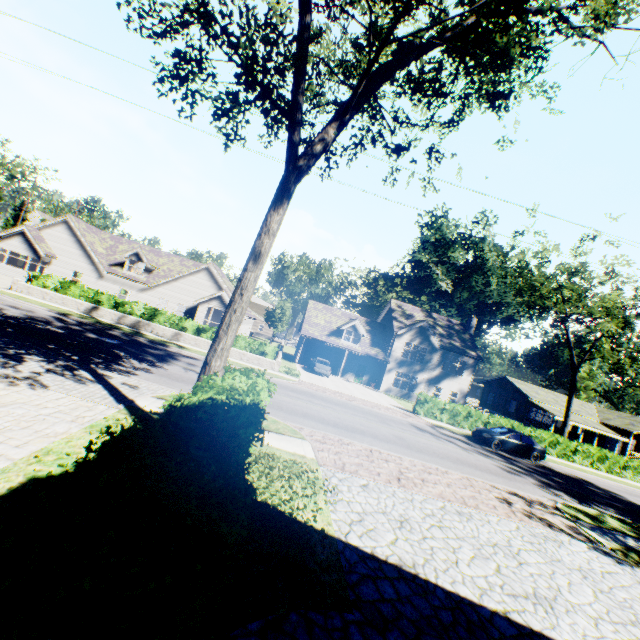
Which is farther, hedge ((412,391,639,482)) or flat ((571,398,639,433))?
flat ((571,398,639,433))

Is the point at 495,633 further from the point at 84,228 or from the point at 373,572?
the point at 84,228

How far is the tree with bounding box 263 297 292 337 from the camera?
49.62m

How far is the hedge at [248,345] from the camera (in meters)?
25.53

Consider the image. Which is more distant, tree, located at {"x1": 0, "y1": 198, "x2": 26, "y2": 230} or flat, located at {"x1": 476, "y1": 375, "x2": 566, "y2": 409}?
tree, located at {"x1": 0, "y1": 198, "x2": 26, "y2": 230}

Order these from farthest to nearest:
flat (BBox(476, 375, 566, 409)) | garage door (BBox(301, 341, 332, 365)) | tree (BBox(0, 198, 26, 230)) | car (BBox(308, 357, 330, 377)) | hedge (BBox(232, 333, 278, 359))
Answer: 1. tree (BBox(0, 198, 26, 230))
2. flat (BBox(476, 375, 566, 409))
3. garage door (BBox(301, 341, 332, 365))
4. car (BBox(308, 357, 330, 377))
5. hedge (BBox(232, 333, 278, 359))

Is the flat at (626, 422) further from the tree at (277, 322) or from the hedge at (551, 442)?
the hedge at (551, 442)

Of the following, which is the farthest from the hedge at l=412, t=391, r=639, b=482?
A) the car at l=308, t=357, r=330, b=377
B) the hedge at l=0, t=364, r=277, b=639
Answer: the hedge at l=0, t=364, r=277, b=639
